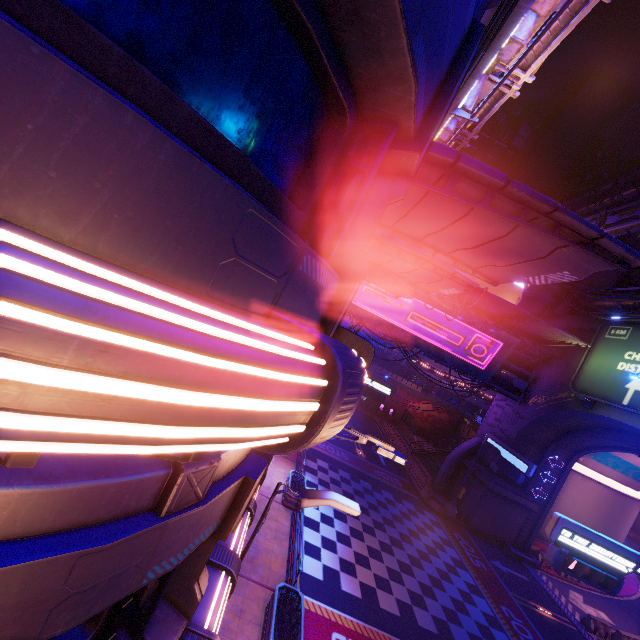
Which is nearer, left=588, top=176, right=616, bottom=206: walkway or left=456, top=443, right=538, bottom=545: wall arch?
left=456, top=443, right=538, bottom=545: wall arch

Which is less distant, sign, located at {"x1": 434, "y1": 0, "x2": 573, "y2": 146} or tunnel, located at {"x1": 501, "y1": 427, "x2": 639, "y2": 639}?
sign, located at {"x1": 434, "y1": 0, "x2": 573, "y2": 146}

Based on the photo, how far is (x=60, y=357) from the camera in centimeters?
97cm

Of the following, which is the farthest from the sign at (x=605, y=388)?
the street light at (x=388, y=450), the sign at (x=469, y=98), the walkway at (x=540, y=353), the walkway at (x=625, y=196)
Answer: the street light at (x=388, y=450)

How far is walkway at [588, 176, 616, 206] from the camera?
47.81m

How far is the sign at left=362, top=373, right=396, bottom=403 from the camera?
24.69m

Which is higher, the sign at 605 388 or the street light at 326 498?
the sign at 605 388

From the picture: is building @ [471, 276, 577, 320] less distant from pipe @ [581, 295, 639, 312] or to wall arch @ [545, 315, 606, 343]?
wall arch @ [545, 315, 606, 343]
